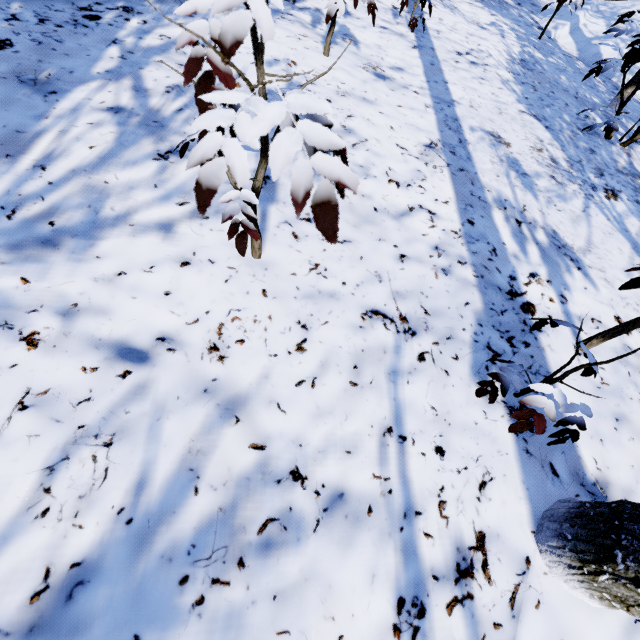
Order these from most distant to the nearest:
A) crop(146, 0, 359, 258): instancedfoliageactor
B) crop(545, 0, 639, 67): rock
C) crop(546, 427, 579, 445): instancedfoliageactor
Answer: crop(545, 0, 639, 67): rock → crop(546, 427, 579, 445): instancedfoliageactor → crop(146, 0, 359, 258): instancedfoliageactor

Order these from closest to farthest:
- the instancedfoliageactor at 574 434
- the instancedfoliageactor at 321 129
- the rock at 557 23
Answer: the instancedfoliageactor at 321 129
the instancedfoliageactor at 574 434
the rock at 557 23

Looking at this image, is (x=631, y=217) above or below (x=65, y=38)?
below

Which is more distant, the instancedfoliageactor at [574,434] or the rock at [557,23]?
the rock at [557,23]

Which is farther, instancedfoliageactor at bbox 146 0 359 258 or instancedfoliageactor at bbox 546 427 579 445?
instancedfoliageactor at bbox 546 427 579 445

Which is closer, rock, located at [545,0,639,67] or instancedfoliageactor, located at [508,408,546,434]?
instancedfoliageactor, located at [508,408,546,434]
